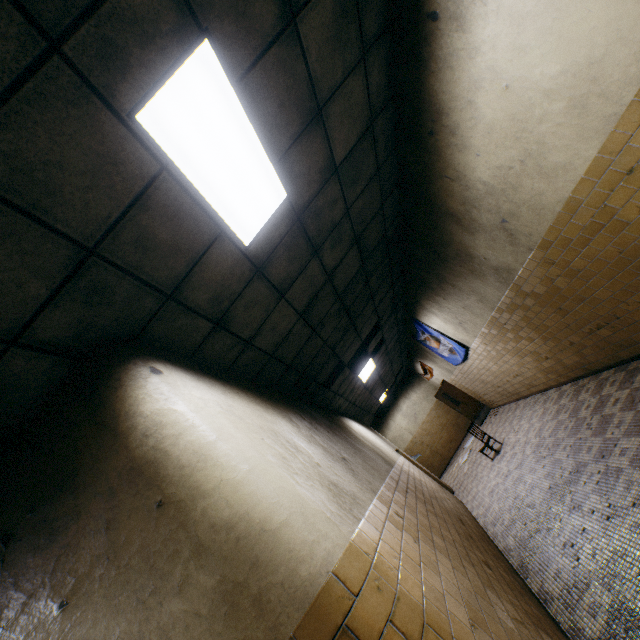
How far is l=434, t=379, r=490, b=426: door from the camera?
13.3 meters

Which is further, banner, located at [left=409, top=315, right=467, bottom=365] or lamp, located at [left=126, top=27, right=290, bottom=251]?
banner, located at [left=409, top=315, right=467, bottom=365]

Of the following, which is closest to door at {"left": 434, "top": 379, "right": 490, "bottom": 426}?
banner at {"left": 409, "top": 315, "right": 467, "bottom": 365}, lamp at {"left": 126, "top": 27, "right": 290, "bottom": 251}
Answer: banner at {"left": 409, "top": 315, "right": 467, "bottom": 365}

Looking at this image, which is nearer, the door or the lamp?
the lamp

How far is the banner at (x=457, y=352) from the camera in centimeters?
916cm

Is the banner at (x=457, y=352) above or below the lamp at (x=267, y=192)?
below

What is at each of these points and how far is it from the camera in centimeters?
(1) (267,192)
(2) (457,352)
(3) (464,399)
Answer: (1) lamp, 274cm
(2) banner, 947cm
(3) door, 1369cm
